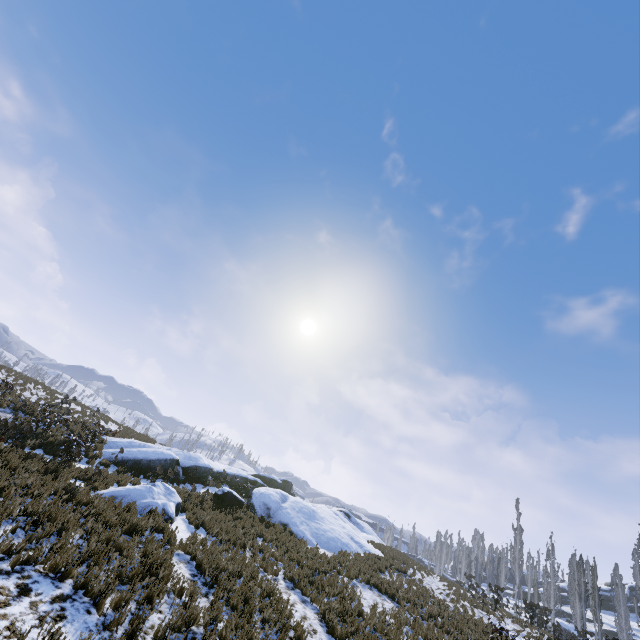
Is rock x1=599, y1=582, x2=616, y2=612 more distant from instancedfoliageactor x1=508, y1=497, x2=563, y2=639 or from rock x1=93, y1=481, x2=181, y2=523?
rock x1=93, y1=481, x2=181, y2=523

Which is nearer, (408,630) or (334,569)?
(408,630)

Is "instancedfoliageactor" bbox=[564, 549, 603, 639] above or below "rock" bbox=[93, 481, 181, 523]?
above

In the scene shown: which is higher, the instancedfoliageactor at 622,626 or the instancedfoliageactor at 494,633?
the instancedfoliageactor at 622,626

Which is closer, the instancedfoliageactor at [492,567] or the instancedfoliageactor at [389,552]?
the instancedfoliageactor at [389,552]

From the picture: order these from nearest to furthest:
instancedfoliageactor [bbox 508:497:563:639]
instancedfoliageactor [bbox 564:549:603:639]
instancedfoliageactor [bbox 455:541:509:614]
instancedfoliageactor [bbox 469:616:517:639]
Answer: instancedfoliageactor [bbox 469:616:517:639] → instancedfoliageactor [bbox 455:541:509:614] → instancedfoliageactor [bbox 508:497:563:639] → instancedfoliageactor [bbox 564:549:603:639]

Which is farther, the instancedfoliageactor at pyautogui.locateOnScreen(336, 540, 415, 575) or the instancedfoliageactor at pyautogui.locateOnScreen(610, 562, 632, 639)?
the instancedfoliageactor at pyautogui.locateOnScreen(610, 562, 632, 639)
